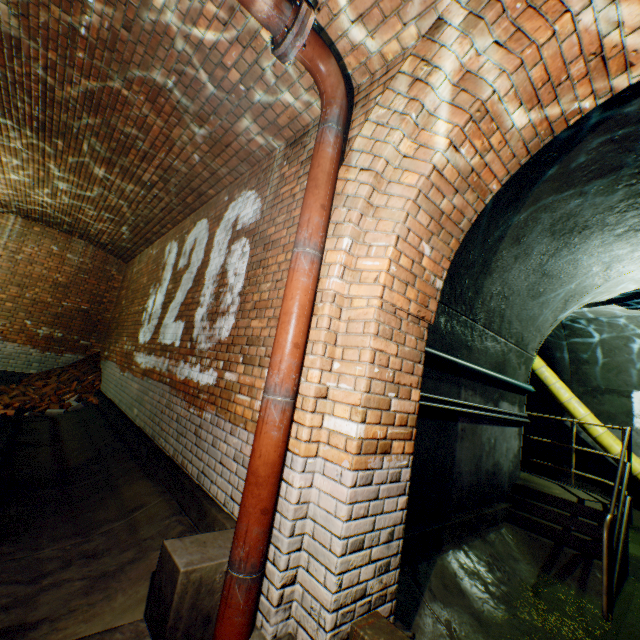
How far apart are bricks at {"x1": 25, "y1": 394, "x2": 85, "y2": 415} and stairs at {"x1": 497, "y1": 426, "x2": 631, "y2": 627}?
8.38m

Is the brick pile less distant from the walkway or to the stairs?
the walkway

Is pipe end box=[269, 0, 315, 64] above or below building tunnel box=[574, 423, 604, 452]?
above

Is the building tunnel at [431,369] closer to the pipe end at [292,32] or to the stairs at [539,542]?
the stairs at [539,542]

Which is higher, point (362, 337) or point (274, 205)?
point (274, 205)

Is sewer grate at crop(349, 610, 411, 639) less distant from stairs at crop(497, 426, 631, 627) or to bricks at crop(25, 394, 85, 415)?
stairs at crop(497, 426, 631, 627)

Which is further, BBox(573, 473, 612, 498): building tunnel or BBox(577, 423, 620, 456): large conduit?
BBox(573, 473, 612, 498): building tunnel

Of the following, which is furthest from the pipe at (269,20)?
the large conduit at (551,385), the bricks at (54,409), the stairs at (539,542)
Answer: the bricks at (54,409)
